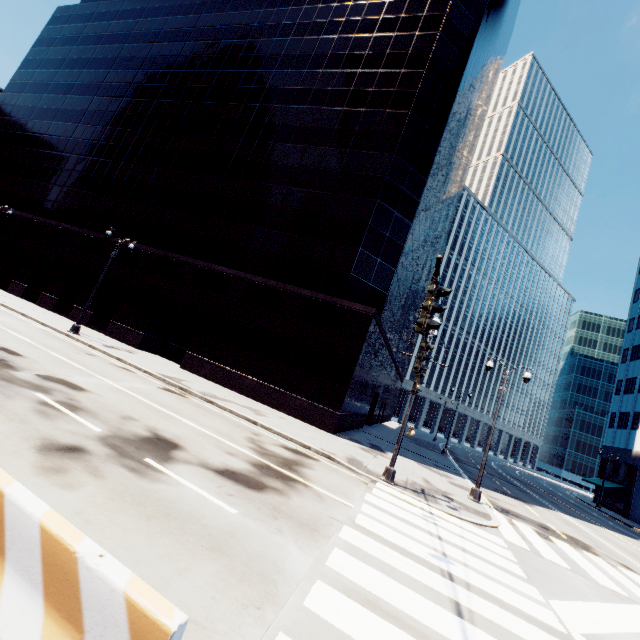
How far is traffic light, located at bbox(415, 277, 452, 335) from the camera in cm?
502

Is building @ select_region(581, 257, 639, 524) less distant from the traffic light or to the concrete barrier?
the traffic light

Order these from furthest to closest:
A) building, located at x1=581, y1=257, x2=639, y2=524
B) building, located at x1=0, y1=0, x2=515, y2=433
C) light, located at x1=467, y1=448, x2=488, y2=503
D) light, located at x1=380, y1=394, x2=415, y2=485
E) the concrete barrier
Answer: building, located at x1=581, y1=257, x2=639, y2=524 < building, located at x1=0, y1=0, x2=515, y2=433 < light, located at x1=467, y1=448, x2=488, y2=503 < light, located at x1=380, y1=394, x2=415, y2=485 < the concrete barrier

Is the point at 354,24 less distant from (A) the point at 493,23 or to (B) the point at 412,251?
(A) the point at 493,23

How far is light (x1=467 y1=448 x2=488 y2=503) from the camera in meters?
16.2 m

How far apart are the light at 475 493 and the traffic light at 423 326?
15.0 meters

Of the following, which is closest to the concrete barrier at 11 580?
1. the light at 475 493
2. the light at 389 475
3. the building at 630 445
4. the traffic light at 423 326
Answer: the traffic light at 423 326

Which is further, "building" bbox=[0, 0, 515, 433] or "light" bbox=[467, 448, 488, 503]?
"building" bbox=[0, 0, 515, 433]
